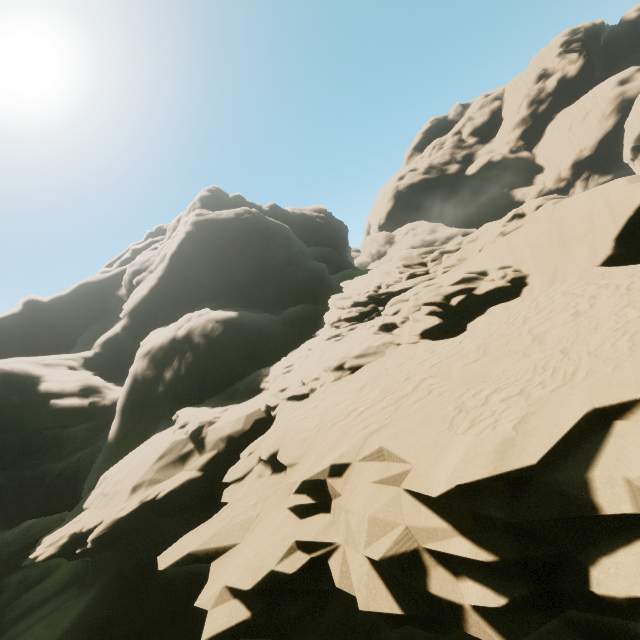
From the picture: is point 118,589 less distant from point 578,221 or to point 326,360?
point 326,360
